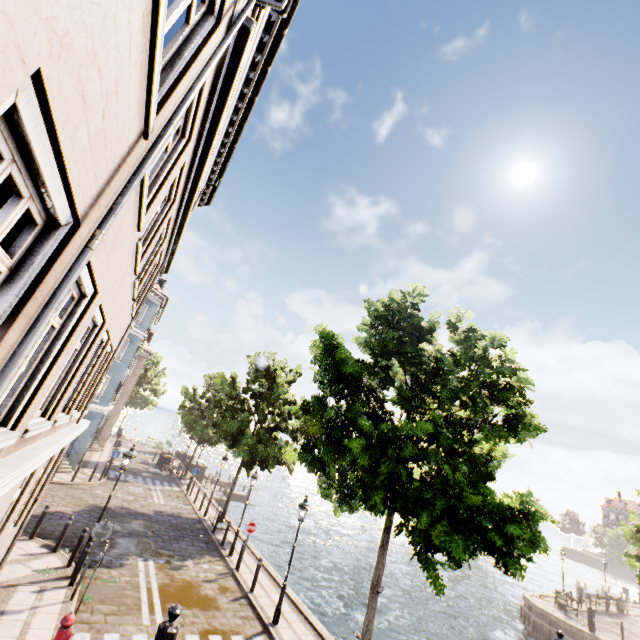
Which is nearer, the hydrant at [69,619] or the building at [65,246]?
the building at [65,246]

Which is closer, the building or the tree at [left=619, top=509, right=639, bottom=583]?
the building

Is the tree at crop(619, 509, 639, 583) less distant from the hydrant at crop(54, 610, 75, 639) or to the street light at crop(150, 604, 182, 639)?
the street light at crop(150, 604, 182, 639)

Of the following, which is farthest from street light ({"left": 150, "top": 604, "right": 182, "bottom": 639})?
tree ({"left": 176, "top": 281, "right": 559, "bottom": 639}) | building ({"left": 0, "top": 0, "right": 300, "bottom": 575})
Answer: building ({"left": 0, "top": 0, "right": 300, "bottom": 575})

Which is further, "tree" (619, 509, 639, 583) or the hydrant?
"tree" (619, 509, 639, 583)

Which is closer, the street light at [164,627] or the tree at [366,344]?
the street light at [164,627]

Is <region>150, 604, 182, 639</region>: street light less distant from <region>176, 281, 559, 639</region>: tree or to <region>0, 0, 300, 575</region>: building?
<region>176, 281, 559, 639</region>: tree

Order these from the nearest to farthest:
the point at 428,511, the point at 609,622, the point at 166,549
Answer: the point at 428,511 → the point at 166,549 → the point at 609,622
